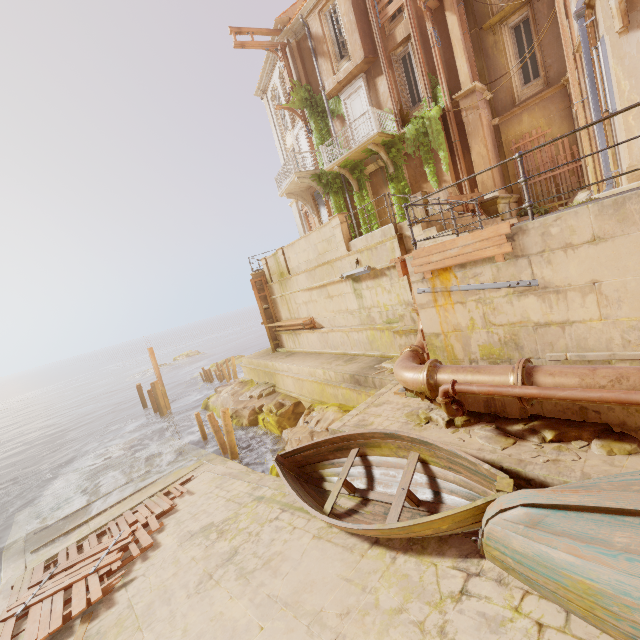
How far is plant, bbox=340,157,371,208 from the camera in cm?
1670

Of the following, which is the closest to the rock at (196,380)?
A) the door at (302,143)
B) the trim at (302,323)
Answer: the trim at (302,323)

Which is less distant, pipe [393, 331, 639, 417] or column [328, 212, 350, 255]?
pipe [393, 331, 639, 417]

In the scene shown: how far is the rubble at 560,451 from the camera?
4.5m

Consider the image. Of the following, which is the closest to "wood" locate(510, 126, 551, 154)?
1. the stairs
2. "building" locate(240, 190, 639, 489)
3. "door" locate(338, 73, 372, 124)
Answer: the stairs

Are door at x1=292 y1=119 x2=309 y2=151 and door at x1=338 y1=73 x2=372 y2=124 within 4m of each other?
yes

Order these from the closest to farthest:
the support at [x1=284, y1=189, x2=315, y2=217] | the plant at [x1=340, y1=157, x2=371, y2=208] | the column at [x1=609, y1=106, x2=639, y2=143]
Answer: the column at [x1=609, y1=106, x2=639, y2=143], the plant at [x1=340, y1=157, x2=371, y2=208], the support at [x1=284, y1=189, x2=315, y2=217]

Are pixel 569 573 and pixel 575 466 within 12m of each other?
yes
